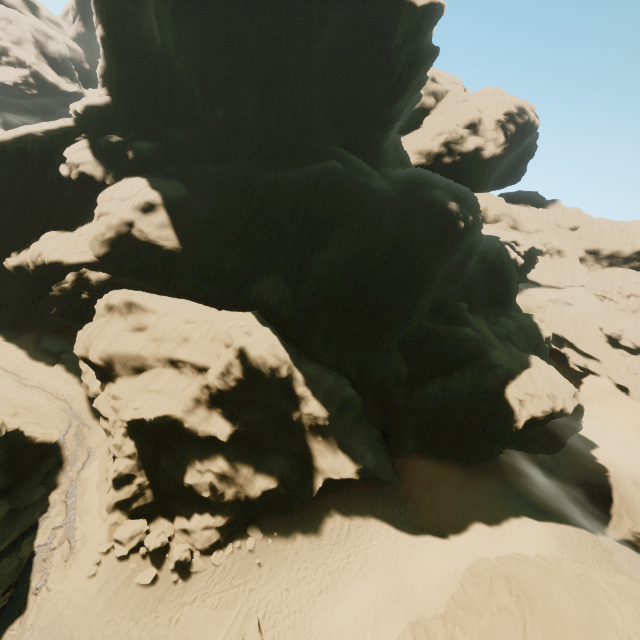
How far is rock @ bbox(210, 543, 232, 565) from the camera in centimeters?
1943cm

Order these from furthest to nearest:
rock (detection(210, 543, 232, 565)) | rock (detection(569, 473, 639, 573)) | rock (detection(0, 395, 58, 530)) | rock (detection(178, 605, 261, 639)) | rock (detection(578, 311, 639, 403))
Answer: rock (detection(578, 311, 639, 403))
rock (detection(569, 473, 639, 573))
rock (detection(210, 543, 232, 565))
rock (detection(0, 395, 58, 530))
rock (detection(178, 605, 261, 639))

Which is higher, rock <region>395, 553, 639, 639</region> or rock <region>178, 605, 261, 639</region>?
rock <region>395, 553, 639, 639</region>

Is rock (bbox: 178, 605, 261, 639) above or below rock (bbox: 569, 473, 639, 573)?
below

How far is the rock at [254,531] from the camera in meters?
20.9

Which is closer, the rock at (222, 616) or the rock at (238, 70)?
the rock at (222, 616)

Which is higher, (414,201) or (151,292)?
(414,201)

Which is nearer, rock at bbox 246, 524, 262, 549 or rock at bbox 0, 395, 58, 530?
rock at bbox 0, 395, 58, 530
